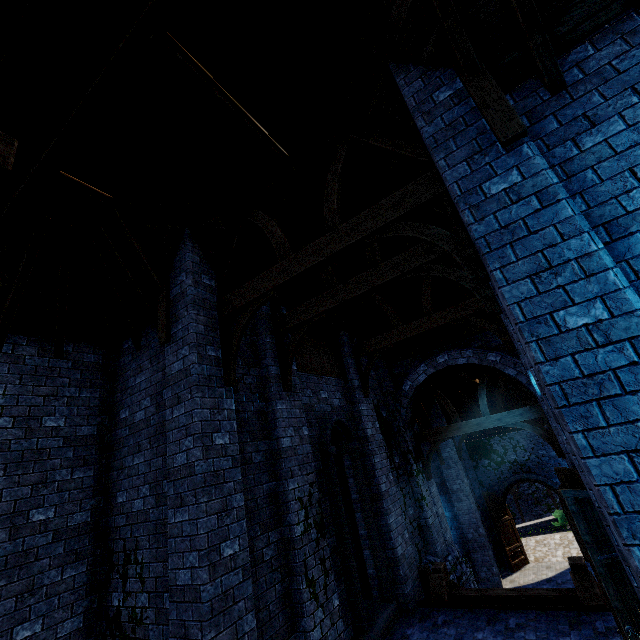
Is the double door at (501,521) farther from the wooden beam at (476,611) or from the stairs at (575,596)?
the wooden beam at (476,611)

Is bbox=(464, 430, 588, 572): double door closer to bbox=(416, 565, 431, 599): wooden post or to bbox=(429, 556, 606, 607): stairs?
bbox=(429, 556, 606, 607): stairs

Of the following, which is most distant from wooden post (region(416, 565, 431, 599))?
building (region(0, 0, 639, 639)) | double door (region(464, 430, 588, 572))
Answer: double door (region(464, 430, 588, 572))

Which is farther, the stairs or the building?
the stairs

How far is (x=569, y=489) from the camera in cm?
470

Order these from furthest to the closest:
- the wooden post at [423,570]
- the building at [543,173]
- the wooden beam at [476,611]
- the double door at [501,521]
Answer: the double door at [501,521]
the wooden post at [423,570]
the wooden beam at [476,611]
the building at [543,173]

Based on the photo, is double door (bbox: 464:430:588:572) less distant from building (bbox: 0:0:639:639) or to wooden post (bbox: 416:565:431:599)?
building (bbox: 0:0:639:639)
